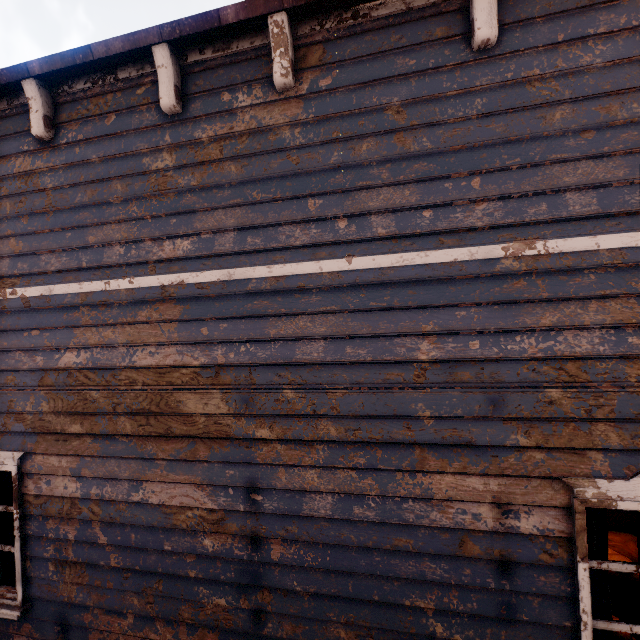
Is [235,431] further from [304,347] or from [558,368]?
[558,368]

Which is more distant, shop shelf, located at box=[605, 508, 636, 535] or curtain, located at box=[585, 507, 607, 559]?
shop shelf, located at box=[605, 508, 636, 535]

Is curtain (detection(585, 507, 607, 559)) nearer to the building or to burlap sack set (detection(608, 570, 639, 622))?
the building

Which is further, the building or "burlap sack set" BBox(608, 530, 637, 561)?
"burlap sack set" BBox(608, 530, 637, 561)

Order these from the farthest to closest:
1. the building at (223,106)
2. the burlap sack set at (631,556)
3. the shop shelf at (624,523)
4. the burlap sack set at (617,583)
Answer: the shop shelf at (624,523)
the burlap sack set at (631,556)
the burlap sack set at (617,583)
the building at (223,106)

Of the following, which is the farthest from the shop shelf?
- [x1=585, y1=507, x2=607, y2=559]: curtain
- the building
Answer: [x1=585, y1=507, x2=607, y2=559]: curtain

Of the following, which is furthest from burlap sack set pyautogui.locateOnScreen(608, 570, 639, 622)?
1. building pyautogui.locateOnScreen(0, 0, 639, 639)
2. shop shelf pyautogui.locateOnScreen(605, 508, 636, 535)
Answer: shop shelf pyautogui.locateOnScreen(605, 508, 636, 535)

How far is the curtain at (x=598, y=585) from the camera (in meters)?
2.39
